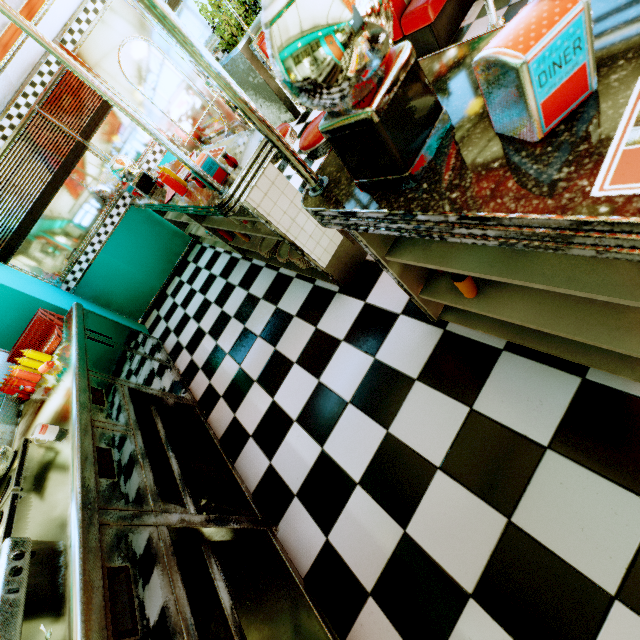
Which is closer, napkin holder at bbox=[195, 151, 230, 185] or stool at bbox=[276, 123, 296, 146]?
napkin holder at bbox=[195, 151, 230, 185]

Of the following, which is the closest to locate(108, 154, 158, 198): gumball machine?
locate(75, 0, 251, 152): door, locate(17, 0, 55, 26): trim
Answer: locate(17, 0, 55, 26): trim

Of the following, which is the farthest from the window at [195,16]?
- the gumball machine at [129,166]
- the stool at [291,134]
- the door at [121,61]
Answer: the stool at [291,134]

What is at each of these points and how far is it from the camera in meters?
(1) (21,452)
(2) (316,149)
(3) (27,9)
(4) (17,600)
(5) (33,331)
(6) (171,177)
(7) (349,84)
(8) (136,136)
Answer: (1) hot plate, 2.0 m
(2) stool, 2.2 m
(3) trim, 3.1 m
(4) coffee machine, 1.1 m
(5) food tray, 3.4 m
(6) sauce bottle, 2.5 m
(7) gumball machine, 0.7 m
(8) window, 4.8 m

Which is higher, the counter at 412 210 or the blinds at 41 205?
the blinds at 41 205

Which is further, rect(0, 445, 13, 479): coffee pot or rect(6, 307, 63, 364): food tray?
rect(6, 307, 63, 364): food tray

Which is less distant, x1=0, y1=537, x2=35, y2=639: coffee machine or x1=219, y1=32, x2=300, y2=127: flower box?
x1=0, y1=537, x2=35, y2=639: coffee machine

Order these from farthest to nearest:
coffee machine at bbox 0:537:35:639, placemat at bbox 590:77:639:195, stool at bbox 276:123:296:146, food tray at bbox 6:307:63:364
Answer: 1. food tray at bbox 6:307:63:364
2. stool at bbox 276:123:296:146
3. coffee machine at bbox 0:537:35:639
4. placemat at bbox 590:77:639:195
